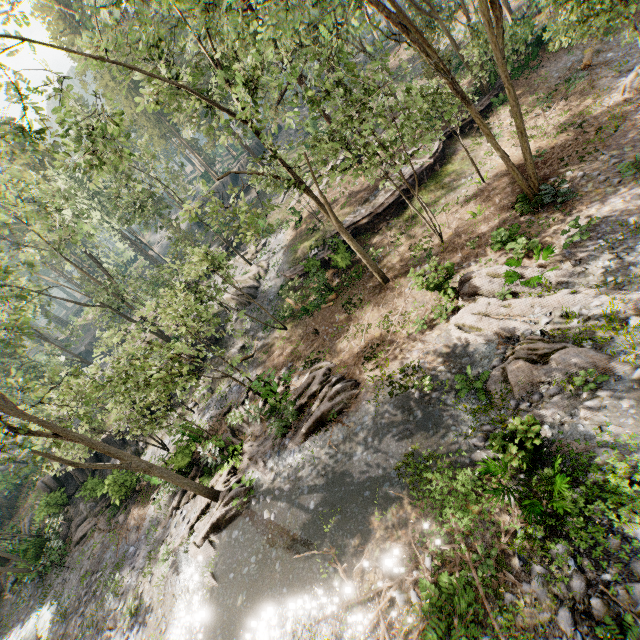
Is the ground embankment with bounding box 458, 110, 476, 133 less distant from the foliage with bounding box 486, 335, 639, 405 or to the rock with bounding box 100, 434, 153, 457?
the foliage with bounding box 486, 335, 639, 405

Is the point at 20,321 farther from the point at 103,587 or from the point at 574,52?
the point at 574,52

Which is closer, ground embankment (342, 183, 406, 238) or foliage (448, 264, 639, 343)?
foliage (448, 264, 639, 343)

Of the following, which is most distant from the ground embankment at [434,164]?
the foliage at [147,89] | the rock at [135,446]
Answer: the rock at [135,446]

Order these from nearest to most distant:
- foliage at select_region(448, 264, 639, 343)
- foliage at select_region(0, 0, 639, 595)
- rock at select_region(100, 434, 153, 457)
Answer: foliage at select_region(448, 264, 639, 343) < foliage at select_region(0, 0, 639, 595) < rock at select_region(100, 434, 153, 457)

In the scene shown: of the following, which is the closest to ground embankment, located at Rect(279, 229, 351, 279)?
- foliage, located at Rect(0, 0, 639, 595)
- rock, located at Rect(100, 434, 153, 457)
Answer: foliage, located at Rect(0, 0, 639, 595)
